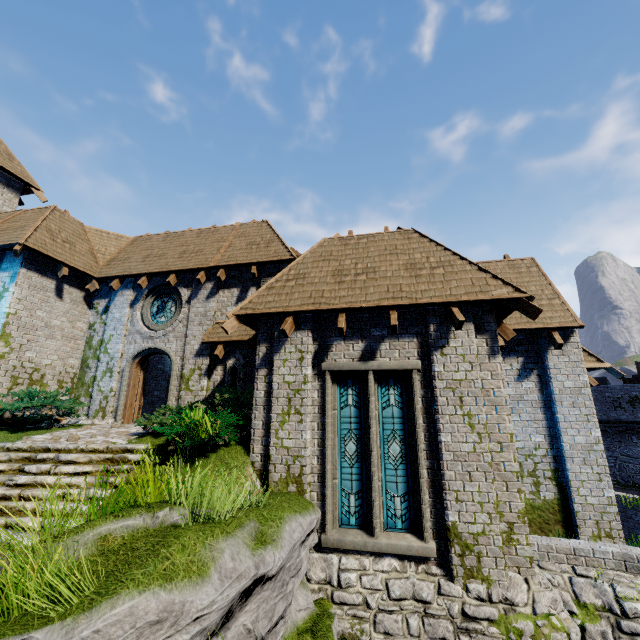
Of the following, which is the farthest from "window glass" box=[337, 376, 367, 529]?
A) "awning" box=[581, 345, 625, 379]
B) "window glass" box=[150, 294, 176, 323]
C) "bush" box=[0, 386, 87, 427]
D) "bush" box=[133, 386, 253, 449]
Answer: "bush" box=[0, 386, 87, 427]

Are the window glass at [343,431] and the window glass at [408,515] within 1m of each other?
yes

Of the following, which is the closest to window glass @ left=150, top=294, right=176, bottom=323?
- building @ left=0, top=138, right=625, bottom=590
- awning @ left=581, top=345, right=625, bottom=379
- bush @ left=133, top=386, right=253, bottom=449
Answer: building @ left=0, top=138, right=625, bottom=590

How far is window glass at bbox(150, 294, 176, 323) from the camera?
13.1 meters

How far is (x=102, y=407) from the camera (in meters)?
12.21

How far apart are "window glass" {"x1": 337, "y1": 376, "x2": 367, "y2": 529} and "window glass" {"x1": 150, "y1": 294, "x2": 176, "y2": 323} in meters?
8.1 m

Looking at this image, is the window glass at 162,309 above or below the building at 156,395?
above

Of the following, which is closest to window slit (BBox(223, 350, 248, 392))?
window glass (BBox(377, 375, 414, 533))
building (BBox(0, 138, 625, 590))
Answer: building (BBox(0, 138, 625, 590))
